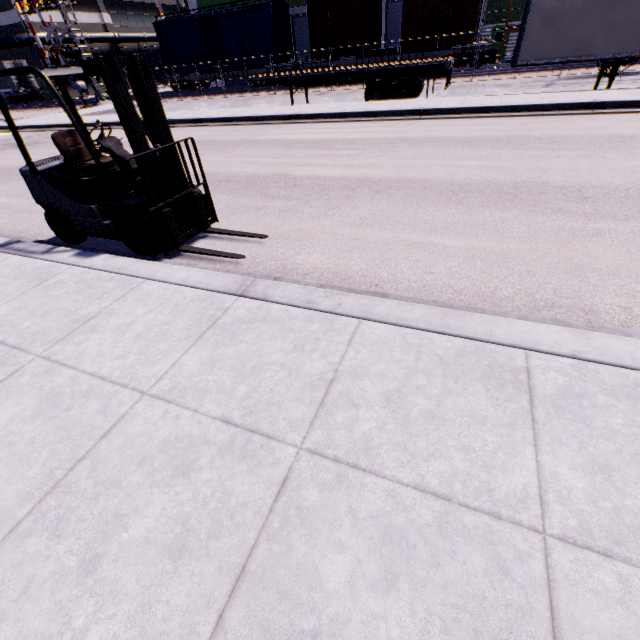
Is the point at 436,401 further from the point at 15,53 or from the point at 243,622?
the point at 15,53

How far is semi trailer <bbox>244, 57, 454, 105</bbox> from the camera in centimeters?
1401cm

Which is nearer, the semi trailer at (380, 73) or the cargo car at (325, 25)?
the semi trailer at (380, 73)

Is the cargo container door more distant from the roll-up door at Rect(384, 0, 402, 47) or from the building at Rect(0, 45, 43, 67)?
the roll-up door at Rect(384, 0, 402, 47)

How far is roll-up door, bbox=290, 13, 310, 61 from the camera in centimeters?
2686cm

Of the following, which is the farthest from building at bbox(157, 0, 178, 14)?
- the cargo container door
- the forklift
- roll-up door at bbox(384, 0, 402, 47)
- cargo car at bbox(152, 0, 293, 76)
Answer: the forklift

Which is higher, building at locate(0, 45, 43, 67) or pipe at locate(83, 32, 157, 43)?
pipe at locate(83, 32, 157, 43)

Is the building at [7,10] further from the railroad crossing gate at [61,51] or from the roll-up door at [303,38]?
the railroad crossing gate at [61,51]
